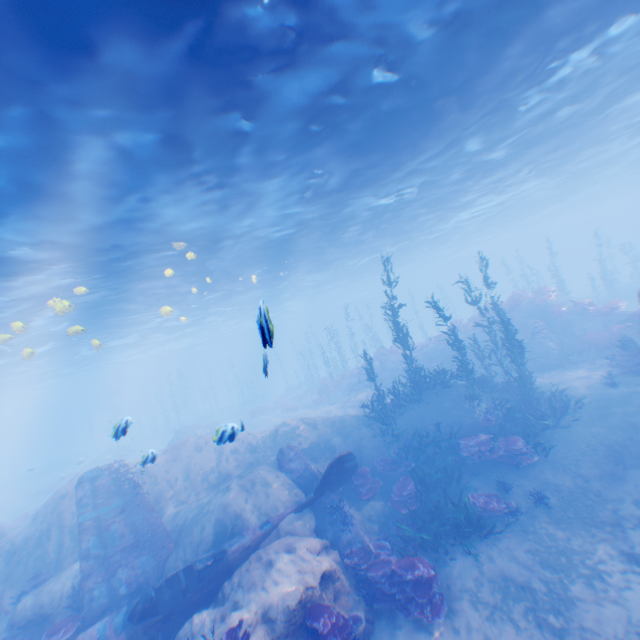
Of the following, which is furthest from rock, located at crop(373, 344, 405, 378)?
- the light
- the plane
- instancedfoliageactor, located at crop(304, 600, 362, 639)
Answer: instancedfoliageactor, located at crop(304, 600, 362, 639)

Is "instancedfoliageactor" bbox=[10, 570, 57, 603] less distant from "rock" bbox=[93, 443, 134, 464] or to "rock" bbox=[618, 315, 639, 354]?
"rock" bbox=[618, 315, 639, 354]

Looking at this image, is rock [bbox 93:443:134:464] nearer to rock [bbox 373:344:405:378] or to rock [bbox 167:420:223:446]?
rock [bbox 167:420:223:446]

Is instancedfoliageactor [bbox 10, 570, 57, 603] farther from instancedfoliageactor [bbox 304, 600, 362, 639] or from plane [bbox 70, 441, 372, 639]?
instancedfoliageactor [bbox 304, 600, 362, 639]

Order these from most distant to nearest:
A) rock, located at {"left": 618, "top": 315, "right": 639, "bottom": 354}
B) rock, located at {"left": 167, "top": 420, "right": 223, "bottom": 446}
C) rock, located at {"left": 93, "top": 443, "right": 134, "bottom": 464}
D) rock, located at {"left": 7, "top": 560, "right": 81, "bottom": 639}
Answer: rock, located at {"left": 93, "top": 443, "right": 134, "bottom": 464}, rock, located at {"left": 167, "top": 420, "right": 223, "bottom": 446}, rock, located at {"left": 618, "top": 315, "right": 639, "bottom": 354}, rock, located at {"left": 7, "top": 560, "right": 81, "bottom": 639}

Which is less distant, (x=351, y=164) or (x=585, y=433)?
(x=585, y=433)

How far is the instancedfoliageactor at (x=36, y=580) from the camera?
11.2 meters

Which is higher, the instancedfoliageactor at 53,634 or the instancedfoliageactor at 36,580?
Result: the instancedfoliageactor at 36,580
